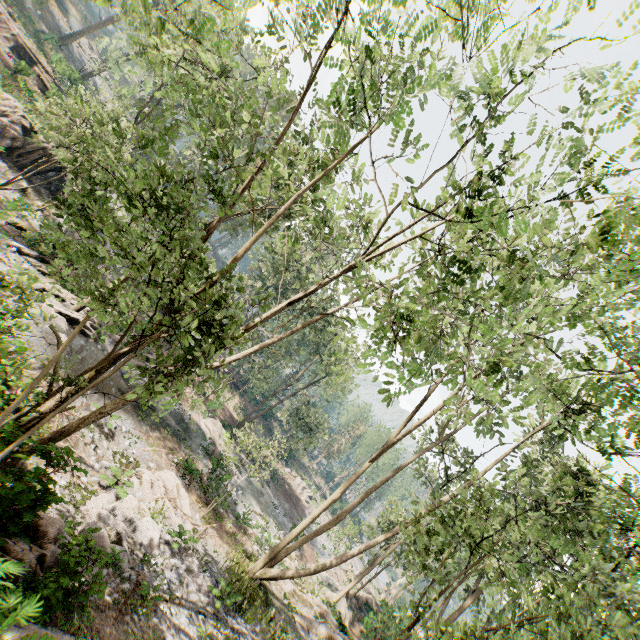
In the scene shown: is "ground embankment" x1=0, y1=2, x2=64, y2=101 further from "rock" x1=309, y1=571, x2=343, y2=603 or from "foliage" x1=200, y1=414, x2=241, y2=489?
"rock" x1=309, y1=571, x2=343, y2=603

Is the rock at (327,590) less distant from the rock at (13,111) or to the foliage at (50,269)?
the foliage at (50,269)

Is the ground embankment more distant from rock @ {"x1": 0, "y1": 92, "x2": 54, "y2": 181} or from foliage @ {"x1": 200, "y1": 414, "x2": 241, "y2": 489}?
rock @ {"x1": 0, "y1": 92, "x2": 54, "y2": 181}

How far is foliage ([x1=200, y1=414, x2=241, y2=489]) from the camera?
17.6 meters

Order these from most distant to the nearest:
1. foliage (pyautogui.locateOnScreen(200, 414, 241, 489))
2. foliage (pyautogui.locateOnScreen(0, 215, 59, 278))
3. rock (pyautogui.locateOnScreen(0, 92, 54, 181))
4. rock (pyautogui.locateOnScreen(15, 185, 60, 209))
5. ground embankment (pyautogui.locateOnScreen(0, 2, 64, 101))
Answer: ground embankment (pyautogui.locateOnScreen(0, 2, 64, 101)), rock (pyautogui.locateOnScreen(15, 185, 60, 209)), rock (pyautogui.locateOnScreen(0, 92, 54, 181)), foliage (pyautogui.locateOnScreen(200, 414, 241, 489)), foliage (pyautogui.locateOnScreen(0, 215, 59, 278))

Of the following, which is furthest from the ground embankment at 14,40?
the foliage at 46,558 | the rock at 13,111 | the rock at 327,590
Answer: the rock at 327,590

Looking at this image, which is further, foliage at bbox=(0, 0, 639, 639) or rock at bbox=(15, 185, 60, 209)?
rock at bbox=(15, 185, 60, 209)

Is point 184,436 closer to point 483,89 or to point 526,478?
point 526,478
